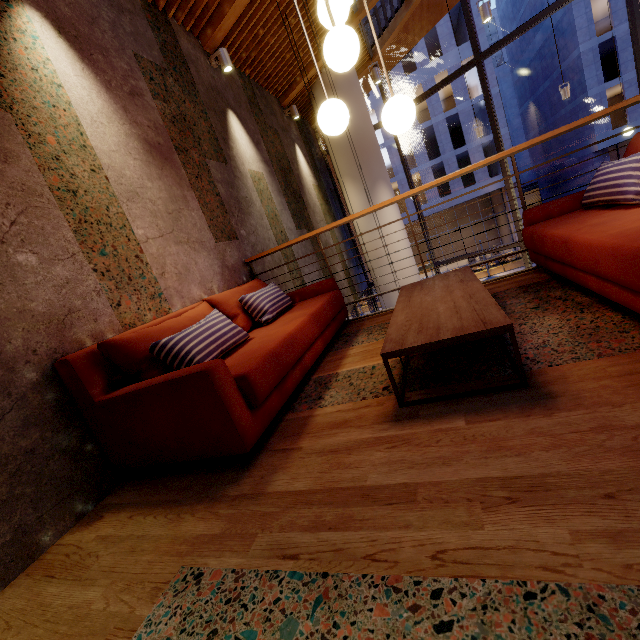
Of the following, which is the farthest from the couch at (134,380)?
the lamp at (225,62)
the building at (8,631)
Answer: the lamp at (225,62)

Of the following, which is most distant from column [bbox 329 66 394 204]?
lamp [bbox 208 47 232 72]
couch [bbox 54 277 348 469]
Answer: couch [bbox 54 277 348 469]

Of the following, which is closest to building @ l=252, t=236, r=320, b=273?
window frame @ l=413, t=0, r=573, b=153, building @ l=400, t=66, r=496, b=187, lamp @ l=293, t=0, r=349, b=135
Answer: window frame @ l=413, t=0, r=573, b=153

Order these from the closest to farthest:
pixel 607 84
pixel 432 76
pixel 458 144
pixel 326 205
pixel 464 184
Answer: pixel 326 205, pixel 607 84, pixel 432 76, pixel 458 144, pixel 464 184

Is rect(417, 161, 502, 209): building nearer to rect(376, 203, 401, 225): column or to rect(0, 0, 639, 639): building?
rect(0, 0, 639, 639): building

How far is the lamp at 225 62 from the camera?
4.48m

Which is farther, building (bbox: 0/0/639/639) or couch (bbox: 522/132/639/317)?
couch (bbox: 522/132/639/317)

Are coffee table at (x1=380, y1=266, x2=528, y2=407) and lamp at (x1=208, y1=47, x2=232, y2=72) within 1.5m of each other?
no
